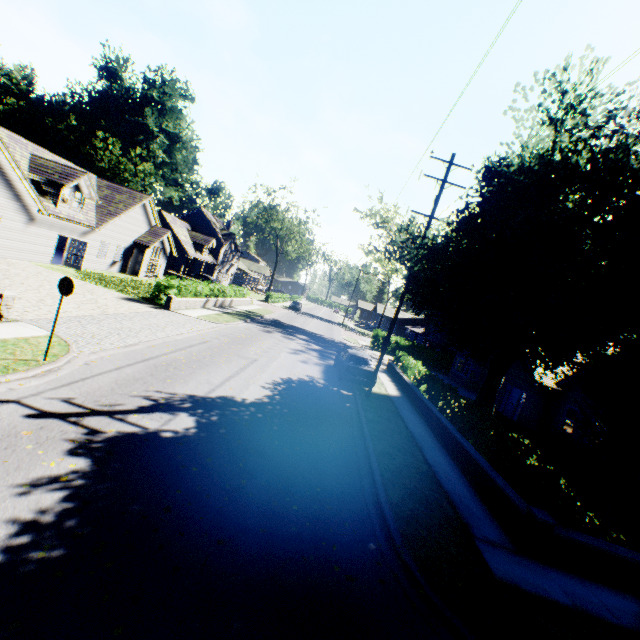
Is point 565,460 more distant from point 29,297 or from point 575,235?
point 29,297

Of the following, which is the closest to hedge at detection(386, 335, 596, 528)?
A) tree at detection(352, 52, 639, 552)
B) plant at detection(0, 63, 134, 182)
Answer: tree at detection(352, 52, 639, 552)

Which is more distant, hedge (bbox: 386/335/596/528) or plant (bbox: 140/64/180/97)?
plant (bbox: 140/64/180/97)

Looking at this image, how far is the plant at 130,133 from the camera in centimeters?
5697cm

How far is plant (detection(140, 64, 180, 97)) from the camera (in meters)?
56.97

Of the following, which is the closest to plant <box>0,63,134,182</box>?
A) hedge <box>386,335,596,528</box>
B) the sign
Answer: the sign

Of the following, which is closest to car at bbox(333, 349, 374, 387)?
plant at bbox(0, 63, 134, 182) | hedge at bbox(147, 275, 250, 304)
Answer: hedge at bbox(147, 275, 250, 304)

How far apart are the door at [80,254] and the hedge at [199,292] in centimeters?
730cm
